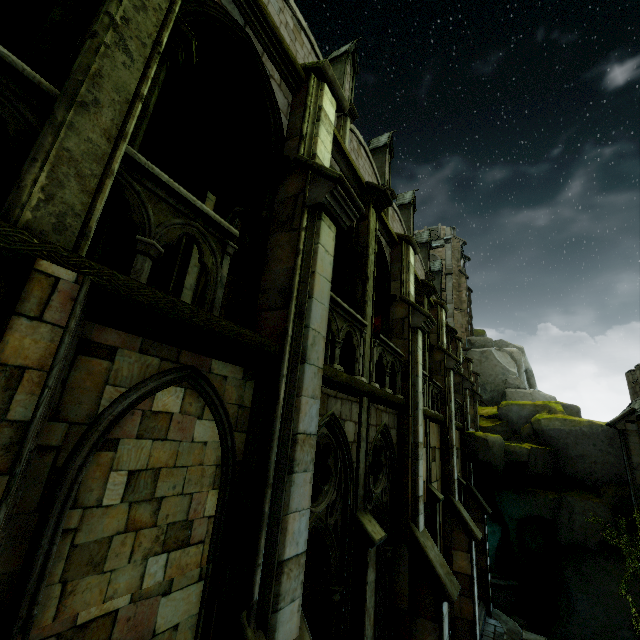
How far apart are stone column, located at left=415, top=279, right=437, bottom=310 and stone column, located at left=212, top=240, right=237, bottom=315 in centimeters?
961cm

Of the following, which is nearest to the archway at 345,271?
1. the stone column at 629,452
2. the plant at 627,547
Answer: the plant at 627,547

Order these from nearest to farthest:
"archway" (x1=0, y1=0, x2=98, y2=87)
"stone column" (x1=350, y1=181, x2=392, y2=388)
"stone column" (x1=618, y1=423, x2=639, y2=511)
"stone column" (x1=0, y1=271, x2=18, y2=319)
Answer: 1. "stone column" (x1=0, y1=271, x2=18, y2=319)
2. "archway" (x1=0, y1=0, x2=98, y2=87)
3. "stone column" (x1=350, y1=181, x2=392, y2=388)
4. "stone column" (x1=618, y1=423, x2=639, y2=511)

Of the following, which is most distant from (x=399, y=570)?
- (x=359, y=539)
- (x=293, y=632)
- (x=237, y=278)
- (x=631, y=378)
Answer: (x=237, y=278)

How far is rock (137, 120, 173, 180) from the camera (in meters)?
6.30

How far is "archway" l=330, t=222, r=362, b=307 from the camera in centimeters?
768cm

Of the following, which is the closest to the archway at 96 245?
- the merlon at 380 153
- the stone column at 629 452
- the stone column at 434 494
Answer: the stone column at 434 494

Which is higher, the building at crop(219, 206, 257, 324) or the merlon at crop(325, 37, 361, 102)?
the merlon at crop(325, 37, 361, 102)
